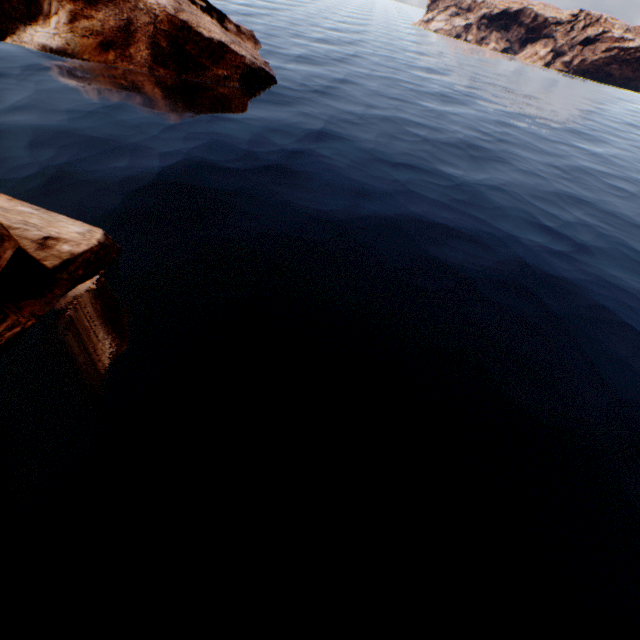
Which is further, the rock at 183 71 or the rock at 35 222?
the rock at 183 71

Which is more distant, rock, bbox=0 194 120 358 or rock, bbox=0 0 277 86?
rock, bbox=0 0 277 86

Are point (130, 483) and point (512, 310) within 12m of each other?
no
